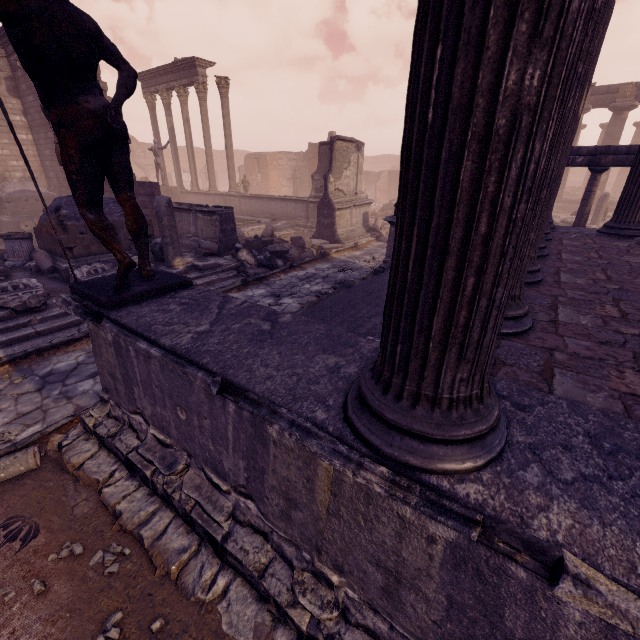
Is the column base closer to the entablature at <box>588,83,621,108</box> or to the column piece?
the column piece

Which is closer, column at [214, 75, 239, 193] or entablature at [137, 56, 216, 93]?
column at [214, 75, 239, 193]

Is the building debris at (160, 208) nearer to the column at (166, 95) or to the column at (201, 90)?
the column at (201, 90)

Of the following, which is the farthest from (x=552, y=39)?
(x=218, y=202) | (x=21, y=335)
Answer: (x=218, y=202)

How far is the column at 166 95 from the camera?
19.2 meters

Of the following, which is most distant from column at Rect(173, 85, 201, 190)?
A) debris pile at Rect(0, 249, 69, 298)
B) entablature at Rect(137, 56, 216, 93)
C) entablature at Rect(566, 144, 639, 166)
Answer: entablature at Rect(566, 144, 639, 166)

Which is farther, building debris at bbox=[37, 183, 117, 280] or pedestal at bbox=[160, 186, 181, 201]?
pedestal at bbox=[160, 186, 181, 201]

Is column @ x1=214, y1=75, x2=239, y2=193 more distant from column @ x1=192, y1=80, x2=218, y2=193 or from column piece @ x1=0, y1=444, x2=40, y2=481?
column piece @ x1=0, y1=444, x2=40, y2=481
